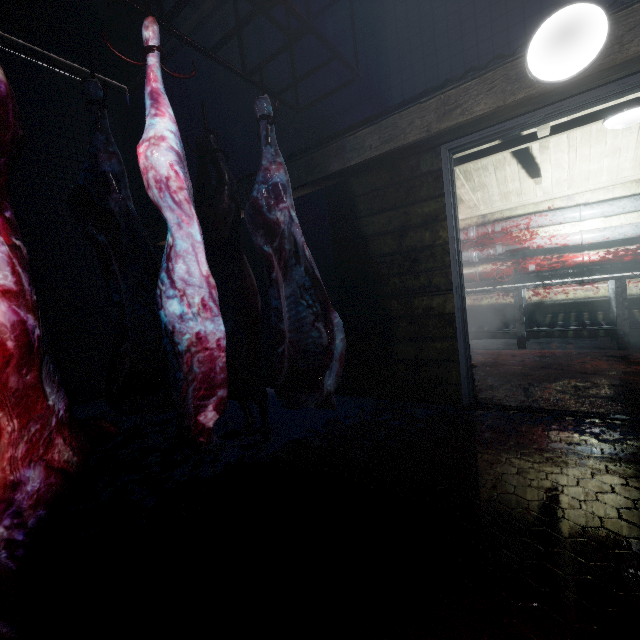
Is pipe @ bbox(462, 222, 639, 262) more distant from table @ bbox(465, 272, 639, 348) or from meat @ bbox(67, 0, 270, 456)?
meat @ bbox(67, 0, 270, 456)

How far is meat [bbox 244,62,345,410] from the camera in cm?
178

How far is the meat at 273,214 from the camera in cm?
178

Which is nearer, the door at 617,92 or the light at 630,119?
the door at 617,92

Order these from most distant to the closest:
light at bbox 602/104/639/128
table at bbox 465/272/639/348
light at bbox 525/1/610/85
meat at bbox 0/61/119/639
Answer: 1. table at bbox 465/272/639/348
2. light at bbox 602/104/639/128
3. light at bbox 525/1/610/85
4. meat at bbox 0/61/119/639

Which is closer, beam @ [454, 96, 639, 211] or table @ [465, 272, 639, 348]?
beam @ [454, 96, 639, 211]

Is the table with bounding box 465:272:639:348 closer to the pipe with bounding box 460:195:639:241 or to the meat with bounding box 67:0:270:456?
the pipe with bounding box 460:195:639:241

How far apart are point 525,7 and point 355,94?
1.21m
